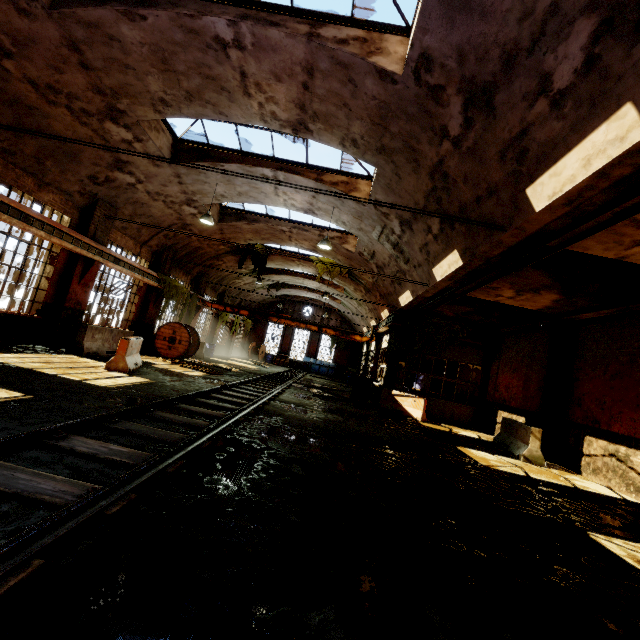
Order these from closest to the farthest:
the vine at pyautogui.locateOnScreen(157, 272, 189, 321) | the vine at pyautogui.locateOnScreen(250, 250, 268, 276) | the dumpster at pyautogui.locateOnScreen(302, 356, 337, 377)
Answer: the vine at pyautogui.locateOnScreen(157, 272, 189, 321) → the vine at pyautogui.locateOnScreen(250, 250, 268, 276) → the dumpster at pyautogui.locateOnScreen(302, 356, 337, 377)

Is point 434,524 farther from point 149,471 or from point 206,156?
point 206,156

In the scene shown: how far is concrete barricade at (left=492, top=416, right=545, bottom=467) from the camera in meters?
9.7 m

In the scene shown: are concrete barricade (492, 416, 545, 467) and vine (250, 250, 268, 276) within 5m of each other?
no

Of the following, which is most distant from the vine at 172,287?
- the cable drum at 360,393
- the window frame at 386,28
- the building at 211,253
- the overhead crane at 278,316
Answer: the window frame at 386,28

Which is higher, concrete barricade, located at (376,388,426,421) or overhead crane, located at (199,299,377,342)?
overhead crane, located at (199,299,377,342)

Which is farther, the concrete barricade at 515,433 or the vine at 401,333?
the vine at 401,333

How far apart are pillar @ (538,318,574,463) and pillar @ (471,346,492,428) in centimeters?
464cm
